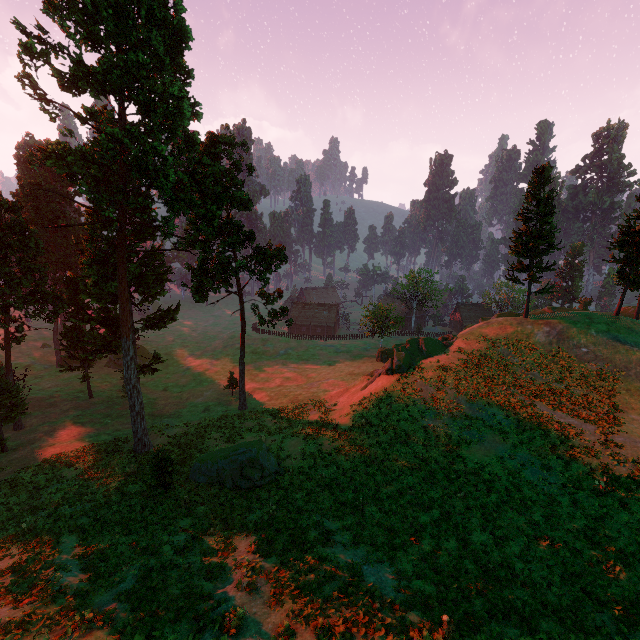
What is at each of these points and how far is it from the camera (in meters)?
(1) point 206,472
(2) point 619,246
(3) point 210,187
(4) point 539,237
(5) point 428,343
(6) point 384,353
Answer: (1) treerock, 22.89
(2) treerock, 34.47
(3) treerock, 28.48
(4) treerock, 33.50
(5) rock, 35.22
(6) treerock, 55.22

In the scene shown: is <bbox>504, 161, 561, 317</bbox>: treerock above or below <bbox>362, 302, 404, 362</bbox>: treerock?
above

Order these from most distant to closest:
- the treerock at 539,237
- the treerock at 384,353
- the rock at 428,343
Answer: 1. the treerock at 384,353
2. the treerock at 539,237
3. the rock at 428,343

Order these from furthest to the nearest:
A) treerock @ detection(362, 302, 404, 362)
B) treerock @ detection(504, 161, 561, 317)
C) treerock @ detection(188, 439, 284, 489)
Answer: treerock @ detection(362, 302, 404, 362) → treerock @ detection(504, 161, 561, 317) → treerock @ detection(188, 439, 284, 489)

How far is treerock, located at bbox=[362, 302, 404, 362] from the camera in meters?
55.0

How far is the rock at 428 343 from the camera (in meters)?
32.28

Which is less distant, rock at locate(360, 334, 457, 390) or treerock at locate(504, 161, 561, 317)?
rock at locate(360, 334, 457, 390)
